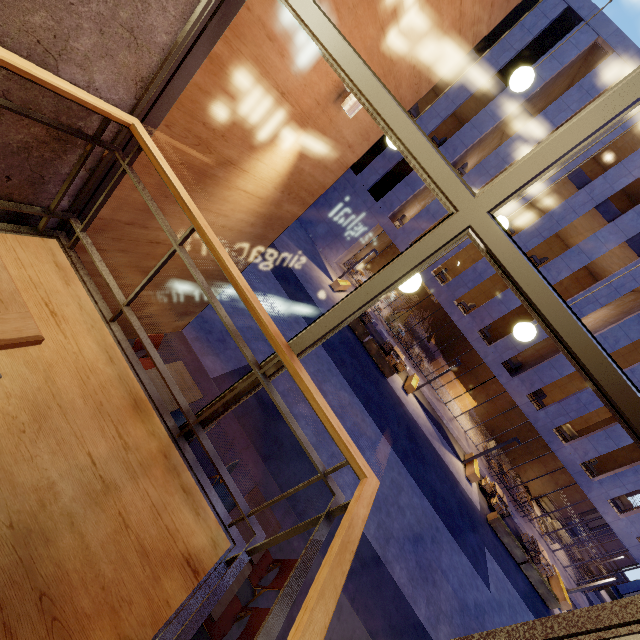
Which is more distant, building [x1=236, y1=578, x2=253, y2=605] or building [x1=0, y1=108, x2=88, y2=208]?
building [x1=236, y1=578, x2=253, y2=605]

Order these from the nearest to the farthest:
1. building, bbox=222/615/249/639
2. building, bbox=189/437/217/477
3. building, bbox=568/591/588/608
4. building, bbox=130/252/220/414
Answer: building, bbox=222/615/249/639 → building, bbox=130/252/220/414 → building, bbox=189/437/217/477 → building, bbox=568/591/588/608

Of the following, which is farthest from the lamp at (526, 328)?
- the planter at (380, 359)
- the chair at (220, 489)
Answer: the planter at (380, 359)

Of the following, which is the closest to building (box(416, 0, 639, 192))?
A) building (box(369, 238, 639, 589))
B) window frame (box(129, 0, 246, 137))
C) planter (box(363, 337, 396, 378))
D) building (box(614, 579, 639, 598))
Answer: building (box(369, 238, 639, 589))

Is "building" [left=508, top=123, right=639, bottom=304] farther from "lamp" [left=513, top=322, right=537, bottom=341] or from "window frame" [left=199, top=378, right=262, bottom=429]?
"window frame" [left=199, top=378, right=262, bottom=429]

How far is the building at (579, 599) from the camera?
16.5m

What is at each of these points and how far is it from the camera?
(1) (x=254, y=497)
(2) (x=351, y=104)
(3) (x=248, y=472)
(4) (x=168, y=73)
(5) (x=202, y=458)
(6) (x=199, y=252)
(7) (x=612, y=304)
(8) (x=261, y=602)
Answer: (1) table, 4.29m
(2) lamp, 3.13m
(3) building, 5.42m
(4) window frame, 2.09m
(5) building, 4.92m
(6) building, 4.23m
(7) building, 17.36m
(8) building, 4.32m

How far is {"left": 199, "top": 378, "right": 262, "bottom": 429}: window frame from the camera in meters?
2.1 m
